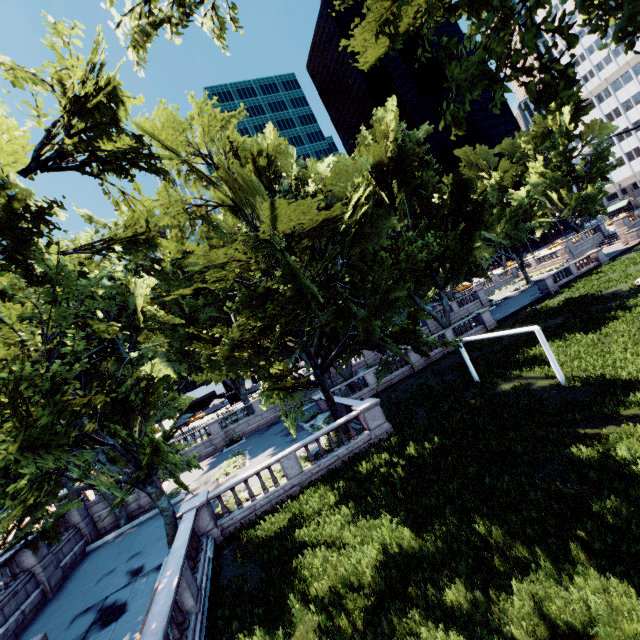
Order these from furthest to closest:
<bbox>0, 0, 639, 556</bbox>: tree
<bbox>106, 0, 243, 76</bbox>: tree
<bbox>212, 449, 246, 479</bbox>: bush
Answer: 1. <bbox>212, 449, 246, 479</bbox>: bush
2. <bbox>106, 0, 243, 76</bbox>: tree
3. <bbox>0, 0, 639, 556</bbox>: tree

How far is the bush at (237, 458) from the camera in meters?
23.7

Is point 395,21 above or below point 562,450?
above

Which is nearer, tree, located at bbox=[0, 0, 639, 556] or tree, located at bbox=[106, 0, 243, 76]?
tree, located at bbox=[0, 0, 639, 556]

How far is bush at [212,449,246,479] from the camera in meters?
23.7

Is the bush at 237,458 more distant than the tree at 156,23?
Yes

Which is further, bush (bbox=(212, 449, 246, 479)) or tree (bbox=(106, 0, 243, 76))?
bush (bbox=(212, 449, 246, 479))
